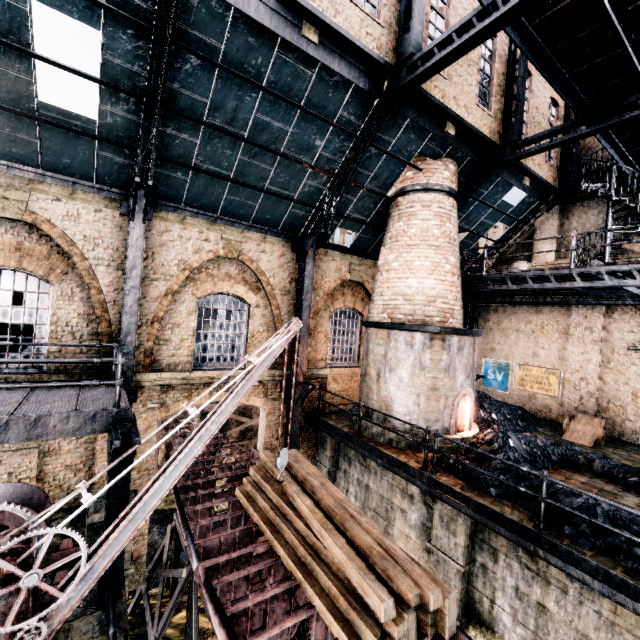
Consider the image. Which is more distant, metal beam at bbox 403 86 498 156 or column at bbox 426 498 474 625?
metal beam at bbox 403 86 498 156

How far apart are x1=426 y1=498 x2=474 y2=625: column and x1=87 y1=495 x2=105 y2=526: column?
8.5 meters

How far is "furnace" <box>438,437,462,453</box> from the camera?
10.84m

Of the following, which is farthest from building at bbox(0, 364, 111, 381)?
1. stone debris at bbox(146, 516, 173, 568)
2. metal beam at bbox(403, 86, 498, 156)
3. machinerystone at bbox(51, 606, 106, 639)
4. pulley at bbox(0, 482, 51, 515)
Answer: stone debris at bbox(146, 516, 173, 568)

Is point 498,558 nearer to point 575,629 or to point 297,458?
point 575,629

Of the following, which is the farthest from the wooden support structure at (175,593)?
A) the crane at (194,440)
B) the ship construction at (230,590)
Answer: the crane at (194,440)

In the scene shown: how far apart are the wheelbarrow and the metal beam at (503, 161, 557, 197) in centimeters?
985cm

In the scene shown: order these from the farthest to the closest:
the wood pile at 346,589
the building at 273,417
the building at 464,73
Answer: the building at 273,417 < the building at 464,73 < the wood pile at 346,589
